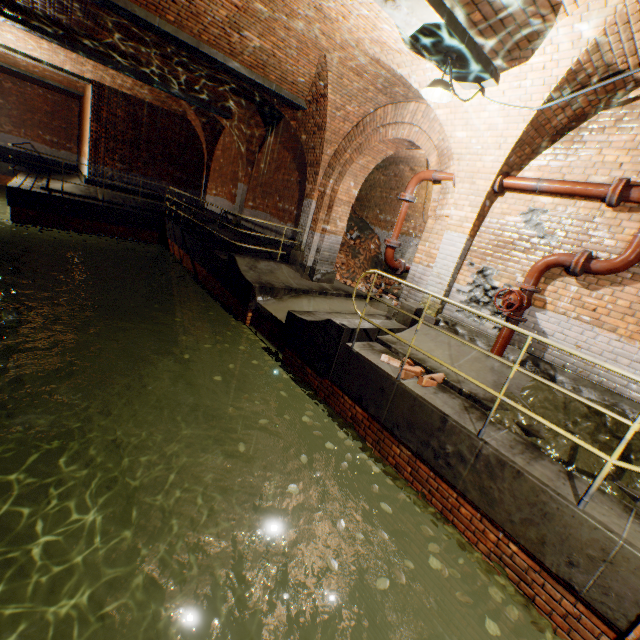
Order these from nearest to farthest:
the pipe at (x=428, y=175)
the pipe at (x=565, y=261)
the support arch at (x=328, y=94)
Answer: the pipe at (x=565, y=261)
the pipe at (x=428, y=175)
the support arch at (x=328, y=94)

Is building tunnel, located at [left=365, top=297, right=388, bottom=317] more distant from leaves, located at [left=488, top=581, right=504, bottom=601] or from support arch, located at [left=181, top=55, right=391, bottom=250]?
leaves, located at [left=488, top=581, right=504, bottom=601]

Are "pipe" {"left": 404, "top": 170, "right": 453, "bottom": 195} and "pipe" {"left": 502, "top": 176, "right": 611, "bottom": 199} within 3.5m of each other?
yes

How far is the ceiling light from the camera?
4.22m

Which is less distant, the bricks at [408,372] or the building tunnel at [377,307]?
the bricks at [408,372]

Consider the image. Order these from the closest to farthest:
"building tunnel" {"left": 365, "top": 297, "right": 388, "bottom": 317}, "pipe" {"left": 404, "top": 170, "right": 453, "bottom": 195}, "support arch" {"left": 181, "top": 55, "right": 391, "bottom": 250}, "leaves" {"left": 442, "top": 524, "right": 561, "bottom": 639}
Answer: "leaves" {"left": 442, "top": 524, "right": 561, "bottom": 639} < "pipe" {"left": 404, "top": 170, "right": 453, "bottom": 195} < "support arch" {"left": 181, "top": 55, "right": 391, "bottom": 250} < "building tunnel" {"left": 365, "top": 297, "right": 388, "bottom": 317}

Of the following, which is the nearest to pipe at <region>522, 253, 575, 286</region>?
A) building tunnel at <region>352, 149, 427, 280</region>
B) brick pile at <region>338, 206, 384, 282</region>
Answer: building tunnel at <region>352, 149, 427, 280</region>

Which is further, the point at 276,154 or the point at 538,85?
the point at 276,154
